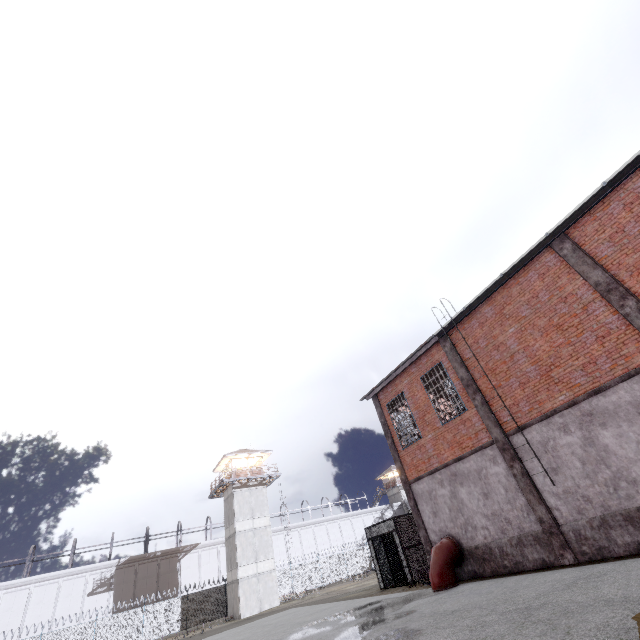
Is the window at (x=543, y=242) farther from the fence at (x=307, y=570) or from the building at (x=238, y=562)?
the building at (x=238, y=562)

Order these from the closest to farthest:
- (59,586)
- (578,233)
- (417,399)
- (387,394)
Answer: (578,233) < (417,399) < (387,394) < (59,586)

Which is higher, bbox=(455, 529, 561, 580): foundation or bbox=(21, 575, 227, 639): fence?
bbox=(21, 575, 227, 639): fence

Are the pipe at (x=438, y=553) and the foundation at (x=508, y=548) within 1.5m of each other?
yes

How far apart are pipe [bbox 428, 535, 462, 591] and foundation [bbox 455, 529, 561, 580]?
0.1m

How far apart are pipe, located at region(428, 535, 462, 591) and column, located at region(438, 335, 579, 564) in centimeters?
369cm

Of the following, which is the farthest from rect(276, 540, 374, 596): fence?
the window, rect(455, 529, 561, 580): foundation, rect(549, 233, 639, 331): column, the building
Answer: rect(455, 529, 561, 580): foundation

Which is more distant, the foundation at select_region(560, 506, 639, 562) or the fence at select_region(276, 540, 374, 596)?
the fence at select_region(276, 540, 374, 596)
